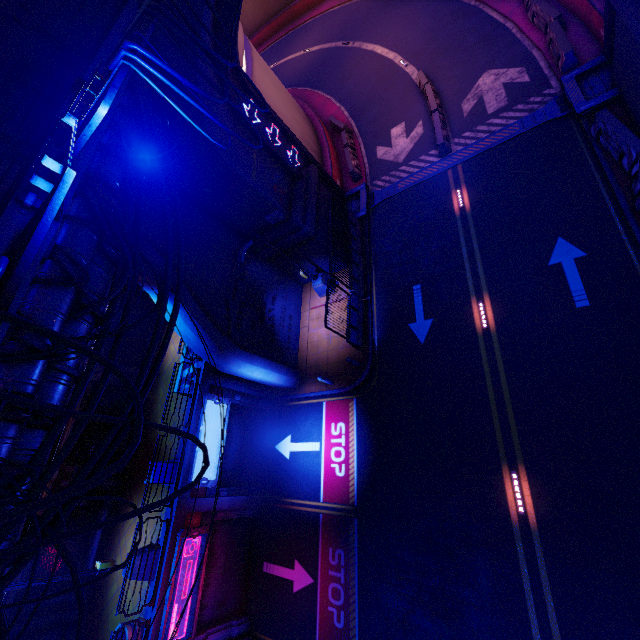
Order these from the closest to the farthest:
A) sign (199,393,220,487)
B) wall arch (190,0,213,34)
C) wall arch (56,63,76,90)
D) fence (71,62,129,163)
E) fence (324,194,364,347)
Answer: fence (71,62,129,163), wall arch (190,0,213,34), wall arch (56,63,76,90), sign (199,393,220,487), fence (324,194,364,347)

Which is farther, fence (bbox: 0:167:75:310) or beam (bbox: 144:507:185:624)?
beam (bbox: 144:507:185:624)

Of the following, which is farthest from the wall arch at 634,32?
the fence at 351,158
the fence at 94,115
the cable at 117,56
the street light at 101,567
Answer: the street light at 101,567

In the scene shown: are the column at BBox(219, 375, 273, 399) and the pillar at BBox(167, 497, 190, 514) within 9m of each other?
yes

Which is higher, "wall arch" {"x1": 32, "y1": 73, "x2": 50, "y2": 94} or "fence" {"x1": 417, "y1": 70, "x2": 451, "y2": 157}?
"wall arch" {"x1": 32, "y1": 73, "x2": 50, "y2": 94}

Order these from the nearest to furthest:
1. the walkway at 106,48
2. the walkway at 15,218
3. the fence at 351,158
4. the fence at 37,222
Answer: the fence at 37,222 → the walkway at 15,218 → the walkway at 106,48 → the fence at 351,158

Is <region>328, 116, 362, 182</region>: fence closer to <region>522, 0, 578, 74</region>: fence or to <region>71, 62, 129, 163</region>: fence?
<region>522, 0, 578, 74</region>: fence

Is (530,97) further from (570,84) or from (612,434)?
(612,434)
